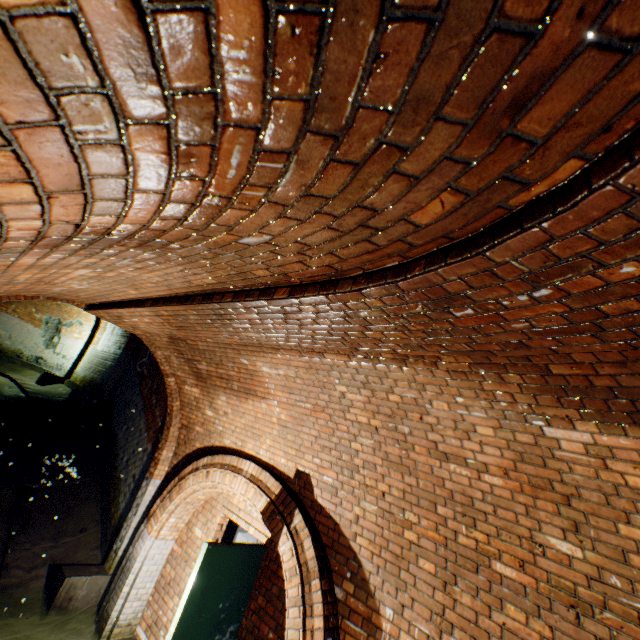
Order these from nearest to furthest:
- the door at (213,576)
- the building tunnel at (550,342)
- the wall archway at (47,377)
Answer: the building tunnel at (550,342) < the door at (213,576) < the wall archway at (47,377)

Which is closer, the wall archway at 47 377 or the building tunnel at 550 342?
the building tunnel at 550 342

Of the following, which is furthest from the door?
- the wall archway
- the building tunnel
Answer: the wall archway

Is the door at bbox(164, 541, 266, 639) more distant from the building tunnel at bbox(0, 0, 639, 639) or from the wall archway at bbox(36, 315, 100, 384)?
the wall archway at bbox(36, 315, 100, 384)

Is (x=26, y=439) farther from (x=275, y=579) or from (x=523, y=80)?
(x=523, y=80)

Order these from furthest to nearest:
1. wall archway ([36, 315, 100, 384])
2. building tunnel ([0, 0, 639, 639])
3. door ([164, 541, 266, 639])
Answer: wall archway ([36, 315, 100, 384]) < door ([164, 541, 266, 639]) < building tunnel ([0, 0, 639, 639])

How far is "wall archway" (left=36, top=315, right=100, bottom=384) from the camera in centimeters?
1256cm

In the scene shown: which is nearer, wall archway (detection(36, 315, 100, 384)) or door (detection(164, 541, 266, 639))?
door (detection(164, 541, 266, 639))
